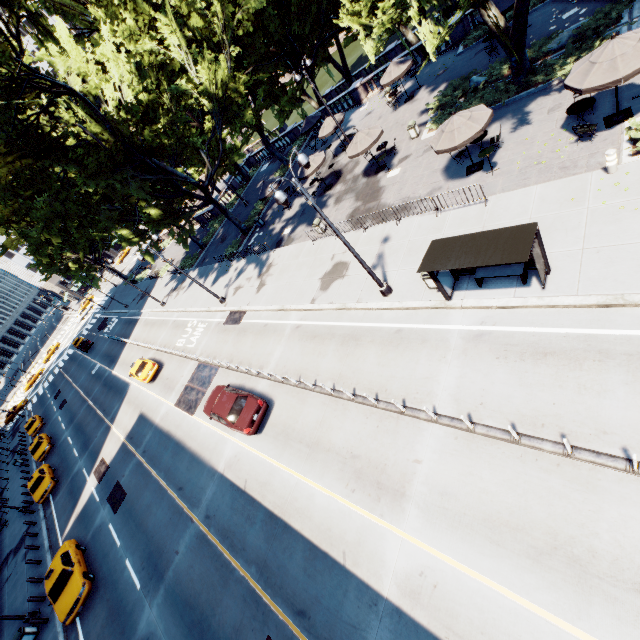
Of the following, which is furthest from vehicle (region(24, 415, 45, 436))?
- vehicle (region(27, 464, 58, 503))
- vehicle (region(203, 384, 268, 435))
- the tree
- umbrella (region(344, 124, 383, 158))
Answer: umbrella (region(344, 124, 383, 158))

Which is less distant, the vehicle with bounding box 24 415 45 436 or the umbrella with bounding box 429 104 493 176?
the umbrella with bounding box 429 104 493 176

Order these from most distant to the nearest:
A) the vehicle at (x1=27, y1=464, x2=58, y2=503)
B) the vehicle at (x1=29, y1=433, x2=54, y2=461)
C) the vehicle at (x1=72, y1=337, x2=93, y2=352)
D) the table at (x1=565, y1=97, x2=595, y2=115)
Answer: the vehicle at (x1=72, y1=337, x2=93, y2=352) → the vehicle at (x1=29, y1=433, x2=54, y2=461) → the vehicle at (x1=27, y1=464, x2=58, y2=503) → the table at (x1=565, y1=97, x2=595, y2=115)

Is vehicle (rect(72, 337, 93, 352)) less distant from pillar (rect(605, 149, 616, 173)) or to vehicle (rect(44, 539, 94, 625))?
vehicle (rect(44, 539, 94, 625))

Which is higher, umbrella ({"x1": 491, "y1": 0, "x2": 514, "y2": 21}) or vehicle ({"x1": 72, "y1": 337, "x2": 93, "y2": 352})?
umbrella ({"x1": 491, "y1": 0, "x2": 514, "y2": 21})

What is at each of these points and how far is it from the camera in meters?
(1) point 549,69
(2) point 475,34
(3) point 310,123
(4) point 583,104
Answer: (1) bush, 16.2 m
(2) bush, 23.7 m
(3) umbrella, 31.4 m
(4) table, 12.9 m

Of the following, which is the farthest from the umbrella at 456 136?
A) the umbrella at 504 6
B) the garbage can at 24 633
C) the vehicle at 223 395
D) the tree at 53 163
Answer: the garbage can at 24 633

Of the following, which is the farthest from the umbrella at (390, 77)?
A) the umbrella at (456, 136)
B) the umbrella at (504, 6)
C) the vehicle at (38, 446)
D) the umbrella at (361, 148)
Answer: the vehicle at (38, 446)
